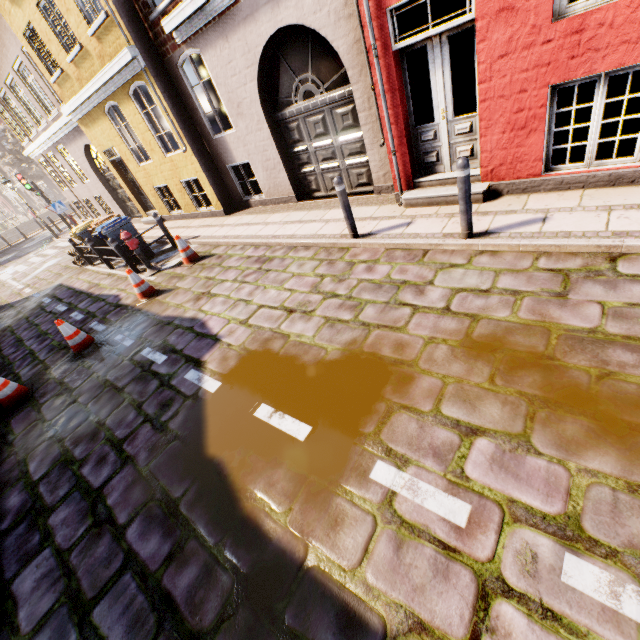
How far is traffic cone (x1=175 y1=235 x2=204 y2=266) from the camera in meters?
8.0

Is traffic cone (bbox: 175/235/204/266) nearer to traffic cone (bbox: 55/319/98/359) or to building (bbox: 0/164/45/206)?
traffic cone (bbox: 55/319/98/359)

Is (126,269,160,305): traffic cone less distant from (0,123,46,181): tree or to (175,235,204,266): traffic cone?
(175,235,204,266): traffic cone

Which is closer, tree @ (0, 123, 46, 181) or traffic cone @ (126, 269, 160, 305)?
traffic cone @ (126, 269, 160, 305)

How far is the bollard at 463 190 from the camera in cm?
409

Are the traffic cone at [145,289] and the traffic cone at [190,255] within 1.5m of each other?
yes

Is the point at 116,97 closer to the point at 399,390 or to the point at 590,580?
the point at 399,390

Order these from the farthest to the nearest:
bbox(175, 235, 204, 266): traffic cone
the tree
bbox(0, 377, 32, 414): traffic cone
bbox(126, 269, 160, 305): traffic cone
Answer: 1. the tree
2. bbox(175, 235, 204, 266): traffic cone
3. bbox(126, 269, 160, 305): traffic cone
4. bbox(0, 377, 32, 414): traffic cone
